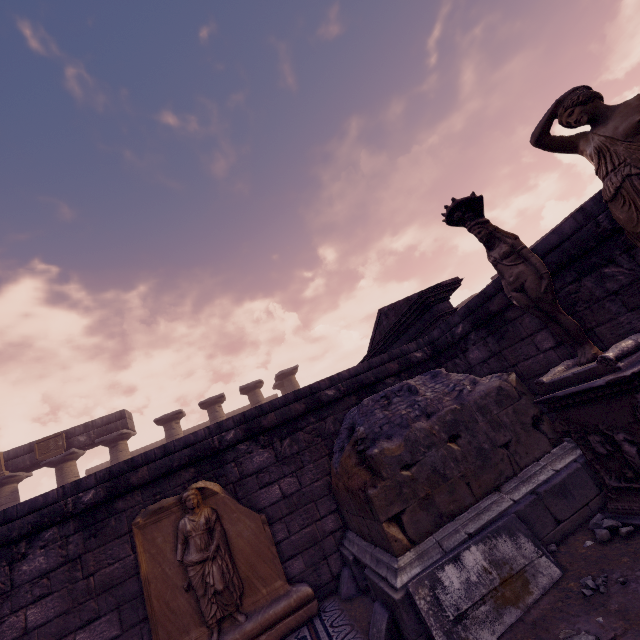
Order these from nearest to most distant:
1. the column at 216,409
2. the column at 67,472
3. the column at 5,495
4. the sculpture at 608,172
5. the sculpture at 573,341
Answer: the sculpture at 608,172 < the sculpture at 573,341 < the column at 5,495 < the column at 67,472 < the column at 216,409

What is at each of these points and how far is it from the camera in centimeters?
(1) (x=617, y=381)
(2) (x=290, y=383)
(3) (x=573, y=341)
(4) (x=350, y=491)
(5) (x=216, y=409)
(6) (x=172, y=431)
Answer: (1) pedestal, 250cm
(2) column, 1850cm
(3) sculpture, 318cm
(4) building debris, 362cm
(5) column, 1703cm
(6) column, 1614cm

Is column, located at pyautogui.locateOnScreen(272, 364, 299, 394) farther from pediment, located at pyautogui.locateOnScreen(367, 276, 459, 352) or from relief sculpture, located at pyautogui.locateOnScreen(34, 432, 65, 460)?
relief sculpture, located at pyautogui.locateOnScreen(34, 432, 65, 460)

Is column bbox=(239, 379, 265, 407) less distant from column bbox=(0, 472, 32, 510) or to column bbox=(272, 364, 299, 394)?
column bbox=(272, 364, 299, 394)

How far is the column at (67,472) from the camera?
14.4m

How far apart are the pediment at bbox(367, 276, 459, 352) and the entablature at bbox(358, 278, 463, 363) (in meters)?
0.04

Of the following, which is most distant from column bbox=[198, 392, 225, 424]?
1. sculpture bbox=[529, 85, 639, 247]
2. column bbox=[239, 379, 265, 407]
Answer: sculpture bbox=[529, 85, 639, 247]

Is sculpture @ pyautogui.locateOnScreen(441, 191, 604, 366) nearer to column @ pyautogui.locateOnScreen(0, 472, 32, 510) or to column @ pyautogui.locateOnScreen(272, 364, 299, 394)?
column @ pyautogui.locateOnScreen(272, 364, 299, 394)
